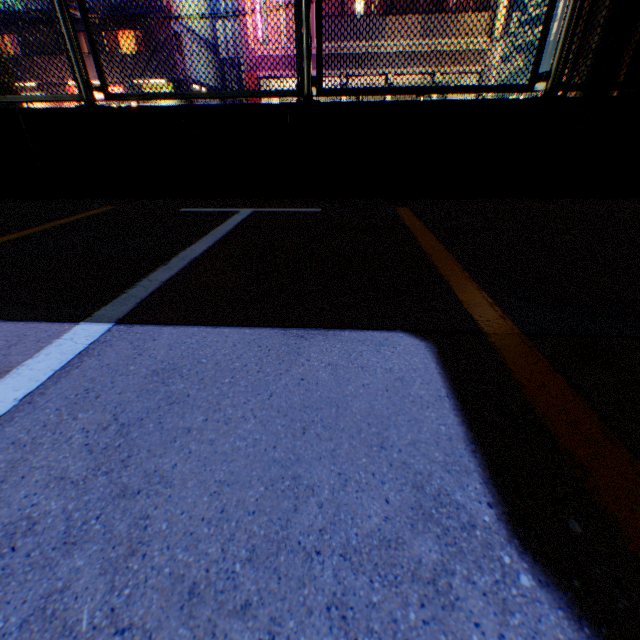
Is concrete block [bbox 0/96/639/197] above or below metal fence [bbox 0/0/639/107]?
below

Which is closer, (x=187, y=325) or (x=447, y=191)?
(x=187, y=325)

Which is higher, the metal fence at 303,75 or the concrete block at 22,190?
the metal fence at 303,75
